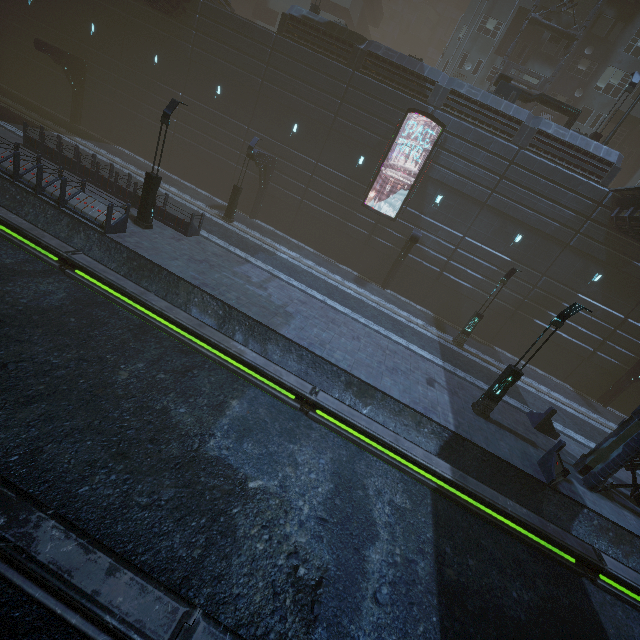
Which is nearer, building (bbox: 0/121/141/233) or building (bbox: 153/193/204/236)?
building (bbox: 0/121/141/233)

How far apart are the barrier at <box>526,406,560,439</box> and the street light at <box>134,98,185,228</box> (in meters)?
20.18

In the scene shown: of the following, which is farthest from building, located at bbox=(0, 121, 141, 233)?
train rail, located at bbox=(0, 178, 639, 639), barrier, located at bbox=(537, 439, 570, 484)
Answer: barrier, located at bbox=(537, 439, 570, 484)

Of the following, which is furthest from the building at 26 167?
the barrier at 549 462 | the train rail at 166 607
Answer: the barrier at 549 462

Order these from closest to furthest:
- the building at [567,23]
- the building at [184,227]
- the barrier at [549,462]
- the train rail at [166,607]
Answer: the train rail at [166,607] < the barrier at [549,462] < the building at [184,227] < the building at [567,23]

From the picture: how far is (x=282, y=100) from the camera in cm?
2302

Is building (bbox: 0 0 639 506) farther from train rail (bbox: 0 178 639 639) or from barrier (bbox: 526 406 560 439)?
barrier (bbox: 526 406 560 439)

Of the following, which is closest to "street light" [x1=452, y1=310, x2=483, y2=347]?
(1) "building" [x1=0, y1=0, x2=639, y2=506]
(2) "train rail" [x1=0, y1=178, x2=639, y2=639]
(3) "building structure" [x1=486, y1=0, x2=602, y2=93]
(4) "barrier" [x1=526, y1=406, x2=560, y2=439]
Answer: (1) "building" [x1=0, y1=0, x2=639, y2=506]
